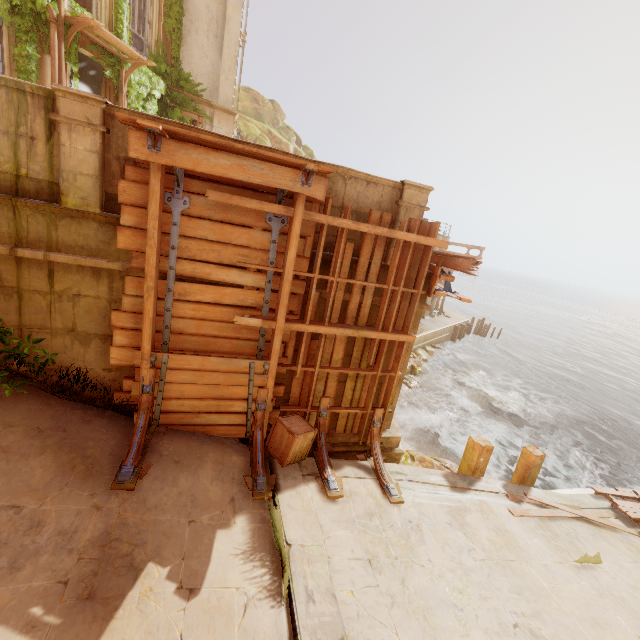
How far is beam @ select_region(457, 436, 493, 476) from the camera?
7.49m

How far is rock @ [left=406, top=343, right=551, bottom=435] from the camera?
16.6m

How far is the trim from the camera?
6.1m

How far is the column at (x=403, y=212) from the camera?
5.7 meters

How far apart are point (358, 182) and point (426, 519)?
6.06m

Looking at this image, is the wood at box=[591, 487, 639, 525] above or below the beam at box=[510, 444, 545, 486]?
below

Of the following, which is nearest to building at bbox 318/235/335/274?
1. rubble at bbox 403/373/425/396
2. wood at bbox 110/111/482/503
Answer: wood at bbox 110/111/482/503

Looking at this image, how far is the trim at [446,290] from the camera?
6.1 meters
